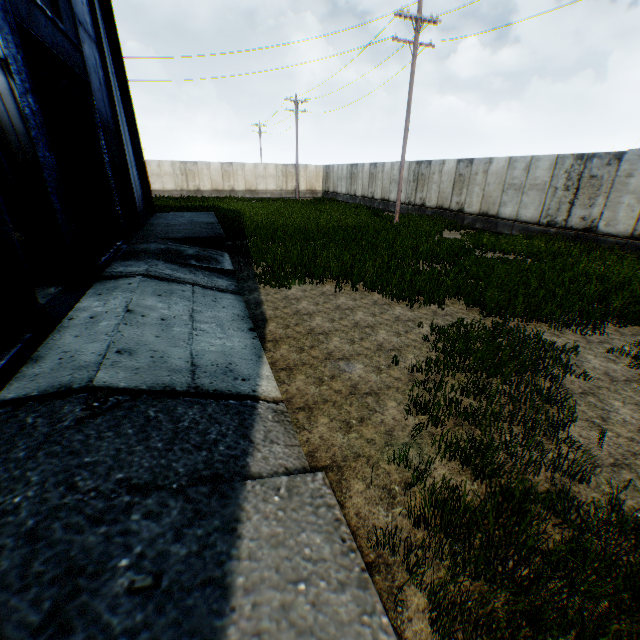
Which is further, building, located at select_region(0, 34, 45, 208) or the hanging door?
building, located at select_region(0, 34, 45, 208)

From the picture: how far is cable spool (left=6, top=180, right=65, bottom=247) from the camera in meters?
9.0

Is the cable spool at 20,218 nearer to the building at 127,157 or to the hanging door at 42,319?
the hanging door at 42,319

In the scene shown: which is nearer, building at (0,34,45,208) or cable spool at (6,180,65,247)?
cable spool at (6,180,65,247)

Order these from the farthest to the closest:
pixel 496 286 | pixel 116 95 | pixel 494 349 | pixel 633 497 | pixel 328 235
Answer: pixel 328 235 → pixel 116 95 → pixel 496 286 → pixel 494 349 → pixel 633 497

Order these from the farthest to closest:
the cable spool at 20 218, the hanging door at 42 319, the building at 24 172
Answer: the building at 24 172, the cable spool at 20 218, the hanging door at 42 319

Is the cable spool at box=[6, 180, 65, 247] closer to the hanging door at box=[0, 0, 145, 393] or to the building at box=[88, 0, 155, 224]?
the hanging door at box=[0, 0, 145, 393]
